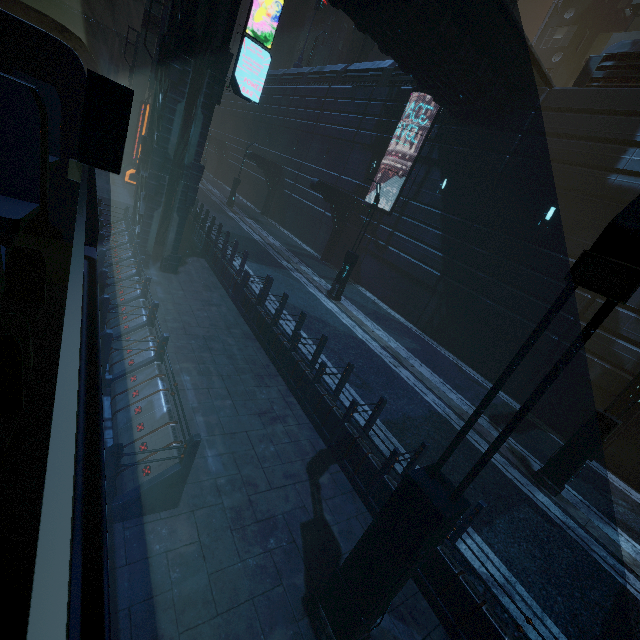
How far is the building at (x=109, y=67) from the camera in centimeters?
4488cm

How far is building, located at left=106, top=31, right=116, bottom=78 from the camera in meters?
44.9 m

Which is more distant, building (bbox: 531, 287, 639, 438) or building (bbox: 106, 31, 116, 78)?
building (bbox: 106, 31, 116, 78)

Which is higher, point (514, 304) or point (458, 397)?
point (514, 304)

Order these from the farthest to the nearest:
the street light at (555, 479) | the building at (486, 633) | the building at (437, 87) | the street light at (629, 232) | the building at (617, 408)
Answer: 1. the building at (617, 408)
2. the street light at (555, 479)
3. the building at (437, 87)
4. the building at (486, 633)
5. the street light at (629, 232)

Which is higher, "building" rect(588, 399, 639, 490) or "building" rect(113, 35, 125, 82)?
"building" rect(113, 35, 125, 82)

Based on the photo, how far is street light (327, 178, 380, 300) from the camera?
14.2 meters
